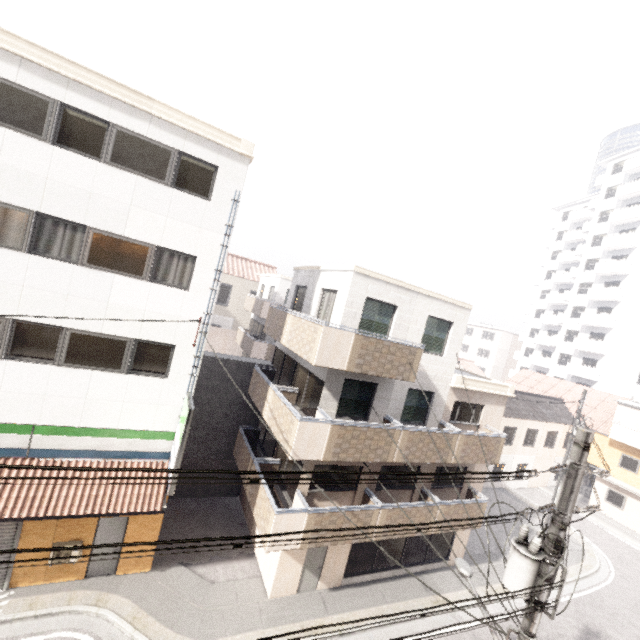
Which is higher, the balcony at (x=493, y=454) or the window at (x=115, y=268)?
the window at (x=115, y=268)

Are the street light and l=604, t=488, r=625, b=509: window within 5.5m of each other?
no

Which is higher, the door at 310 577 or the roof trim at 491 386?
the roof trim at 491 386

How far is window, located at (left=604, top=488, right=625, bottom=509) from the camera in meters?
25.1

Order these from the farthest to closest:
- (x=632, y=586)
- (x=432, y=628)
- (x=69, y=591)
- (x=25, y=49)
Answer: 1. (x=632, y=586)
2. (x=432, y=628)
3. (x=69, y=591)
4. (x=25, y=49)

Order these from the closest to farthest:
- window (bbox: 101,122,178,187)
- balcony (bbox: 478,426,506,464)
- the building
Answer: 1. window (bbox: 101,122,178,187)
2. balcony (bbox: 478,426,506,464)
3. the building

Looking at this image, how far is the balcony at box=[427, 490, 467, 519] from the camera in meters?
13.0 m

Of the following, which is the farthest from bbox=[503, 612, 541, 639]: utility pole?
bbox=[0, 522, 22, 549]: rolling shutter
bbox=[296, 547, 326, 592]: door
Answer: bbox=[0, 522, 22, 549]: rolling shutter
